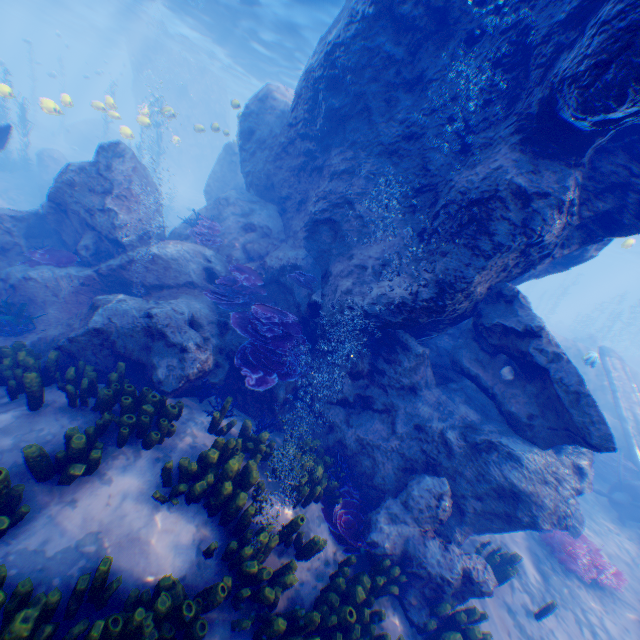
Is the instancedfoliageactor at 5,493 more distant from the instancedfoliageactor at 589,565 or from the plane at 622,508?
the plane at 622,508

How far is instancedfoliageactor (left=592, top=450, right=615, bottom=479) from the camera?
12.9 meters

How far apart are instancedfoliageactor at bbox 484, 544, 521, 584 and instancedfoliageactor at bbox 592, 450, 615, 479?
9.27m

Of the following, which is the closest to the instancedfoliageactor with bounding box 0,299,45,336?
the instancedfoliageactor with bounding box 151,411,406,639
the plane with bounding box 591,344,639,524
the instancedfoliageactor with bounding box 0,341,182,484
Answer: the instancedfoliageactor with bounding box 0,341,182,484

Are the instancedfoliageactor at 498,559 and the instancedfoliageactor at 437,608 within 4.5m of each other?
yes

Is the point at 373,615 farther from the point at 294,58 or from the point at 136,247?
the point at 294,58

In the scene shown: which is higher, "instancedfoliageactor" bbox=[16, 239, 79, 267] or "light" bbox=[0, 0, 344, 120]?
"light" bbox=[0, 0, 344, 120]

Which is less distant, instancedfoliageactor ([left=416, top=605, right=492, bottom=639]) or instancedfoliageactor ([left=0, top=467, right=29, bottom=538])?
instancedfoliageactor ([left=0, top=467, right=29, bottom=538])
